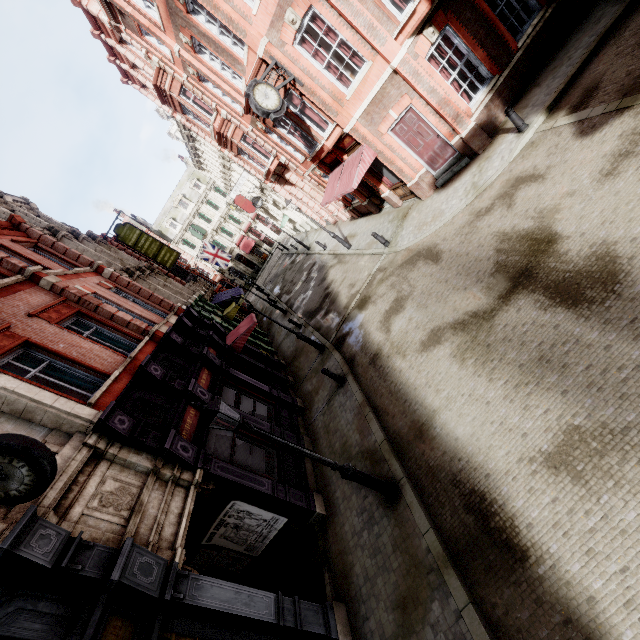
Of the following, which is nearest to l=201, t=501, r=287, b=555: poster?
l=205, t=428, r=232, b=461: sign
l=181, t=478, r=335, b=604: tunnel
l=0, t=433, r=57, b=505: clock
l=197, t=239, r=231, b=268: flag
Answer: l=181, t=478, r=335, b=604: tunnel

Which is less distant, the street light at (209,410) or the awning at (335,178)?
the street light at (209,410)

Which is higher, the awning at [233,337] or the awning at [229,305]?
the awning at [229,305]

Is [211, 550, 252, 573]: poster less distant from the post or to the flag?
the post

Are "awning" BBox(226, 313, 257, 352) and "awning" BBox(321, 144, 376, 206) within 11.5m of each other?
yes

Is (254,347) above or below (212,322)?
below

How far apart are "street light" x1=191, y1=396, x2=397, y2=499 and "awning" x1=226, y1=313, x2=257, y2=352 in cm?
913

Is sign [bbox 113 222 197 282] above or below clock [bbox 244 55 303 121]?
above
